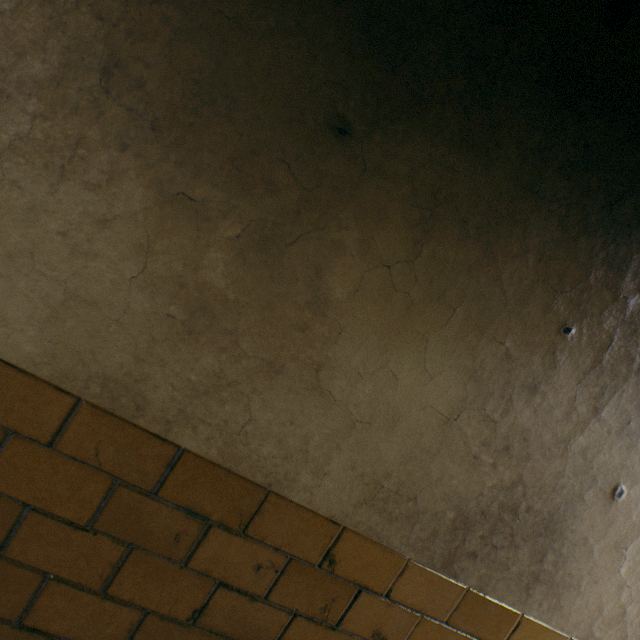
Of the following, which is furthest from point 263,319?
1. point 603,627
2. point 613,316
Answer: point 603,627
